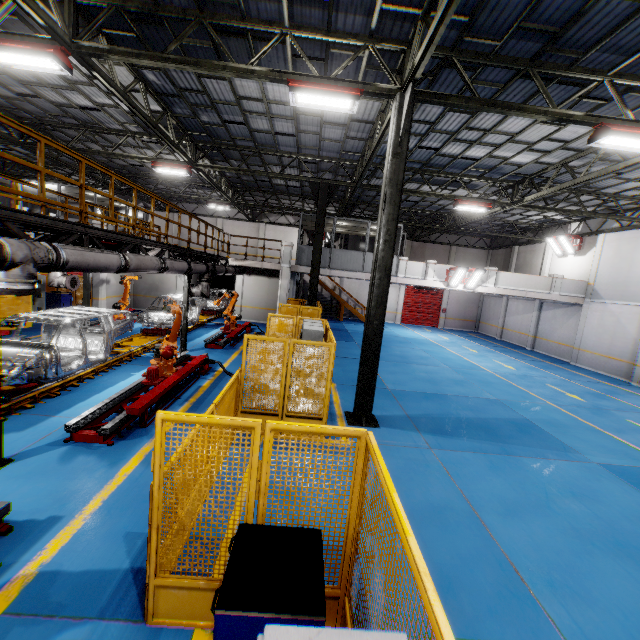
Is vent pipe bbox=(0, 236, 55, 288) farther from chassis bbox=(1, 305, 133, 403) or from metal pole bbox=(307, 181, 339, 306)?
metal pole bbox=(307, 181, 339, 306)

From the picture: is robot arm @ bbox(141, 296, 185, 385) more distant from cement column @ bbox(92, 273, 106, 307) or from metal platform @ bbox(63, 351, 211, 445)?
cement column @ bbox(92, 273, 106, 307)

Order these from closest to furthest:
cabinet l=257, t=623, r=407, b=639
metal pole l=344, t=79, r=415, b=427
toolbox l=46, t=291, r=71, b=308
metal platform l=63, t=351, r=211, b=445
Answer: cabinet l=257, t=623, r=407, b=639 < metal platform l=63, t=351, r=211, b=445 < metal pole l=344, t=79, r=415, b=427 < toolbox l=46, t=291, r=71, b=308

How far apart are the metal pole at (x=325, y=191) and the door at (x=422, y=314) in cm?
1707

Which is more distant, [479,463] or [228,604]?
[479,463]

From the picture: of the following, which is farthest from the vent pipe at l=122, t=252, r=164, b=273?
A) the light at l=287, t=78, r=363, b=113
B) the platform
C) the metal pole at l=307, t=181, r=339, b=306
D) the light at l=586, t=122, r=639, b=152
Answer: the light at l=586, t=122, r=639, b=152

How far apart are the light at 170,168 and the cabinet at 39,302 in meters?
8.1 m

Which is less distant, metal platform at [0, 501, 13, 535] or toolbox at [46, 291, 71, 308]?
metal platform at [0, 501, 13, 535]
